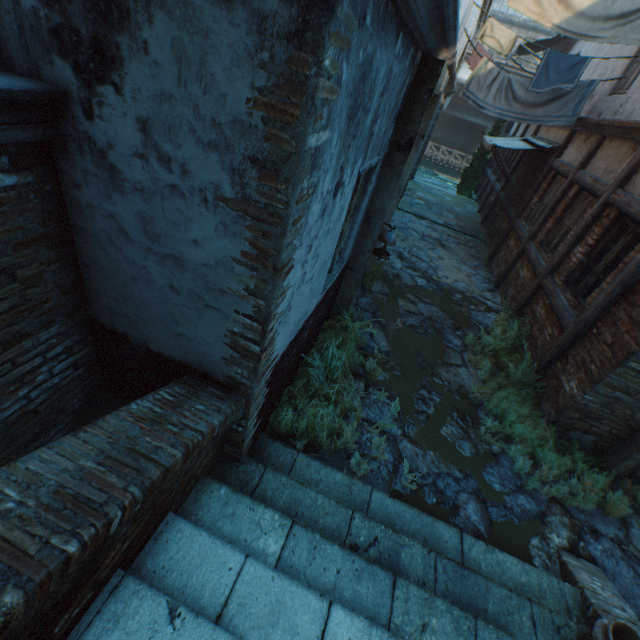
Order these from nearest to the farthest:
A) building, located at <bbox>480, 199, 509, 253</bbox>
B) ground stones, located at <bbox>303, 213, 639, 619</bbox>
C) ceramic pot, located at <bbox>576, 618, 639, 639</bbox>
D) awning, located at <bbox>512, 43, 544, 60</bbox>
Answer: ceramic pot, located at <bbox>576, 618, 639, 639</bbox>, ground stones, located at <bbox>303, 213, 639, 619</bbox>, building, located at <bbox>480, 199, 509, 253</bbox>, awning, located at <bbox>512, 43, 544, 60</bbox>

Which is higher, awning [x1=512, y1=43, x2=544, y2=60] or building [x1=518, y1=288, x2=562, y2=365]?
awning [x1=512, y1=43, x2=544, y2=60]

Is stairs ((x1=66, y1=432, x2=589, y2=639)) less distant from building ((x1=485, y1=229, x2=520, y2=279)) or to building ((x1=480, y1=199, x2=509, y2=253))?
building ((x1=485, y1=229, x2=520, y2=279))

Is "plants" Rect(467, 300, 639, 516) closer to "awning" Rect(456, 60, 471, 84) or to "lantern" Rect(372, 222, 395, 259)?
"lantern" Rect(372, 222, 395, 259)

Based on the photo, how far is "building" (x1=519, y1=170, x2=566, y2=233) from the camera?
7.9m

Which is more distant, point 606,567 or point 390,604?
point 606,567

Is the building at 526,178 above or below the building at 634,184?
below

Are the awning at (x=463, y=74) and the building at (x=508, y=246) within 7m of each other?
no
